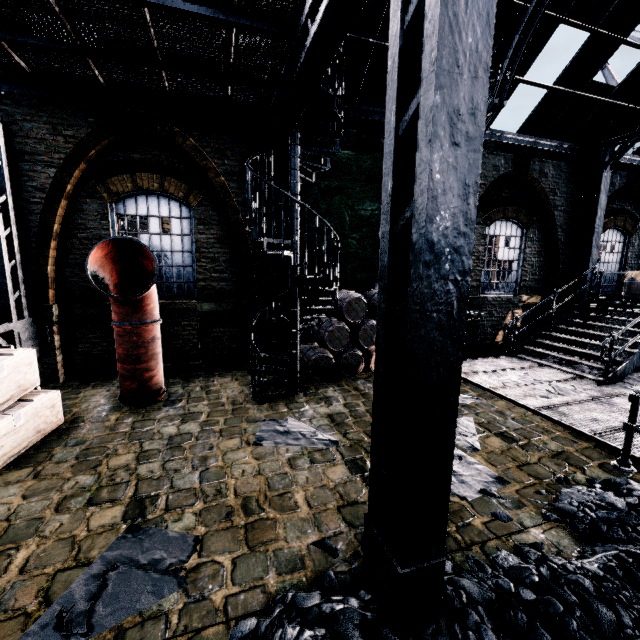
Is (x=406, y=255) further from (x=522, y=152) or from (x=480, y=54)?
(x=522, y=152)

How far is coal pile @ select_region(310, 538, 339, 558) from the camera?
3.42m

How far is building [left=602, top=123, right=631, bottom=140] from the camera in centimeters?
1153cm

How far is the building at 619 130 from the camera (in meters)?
11.53

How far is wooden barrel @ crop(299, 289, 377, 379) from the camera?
8.61m

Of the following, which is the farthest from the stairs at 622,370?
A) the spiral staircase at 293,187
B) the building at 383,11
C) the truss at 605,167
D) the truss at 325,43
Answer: the truss at 325,43

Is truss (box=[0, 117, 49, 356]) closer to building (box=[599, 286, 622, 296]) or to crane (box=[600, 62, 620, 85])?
building (box=[599, 286, 622, 296])

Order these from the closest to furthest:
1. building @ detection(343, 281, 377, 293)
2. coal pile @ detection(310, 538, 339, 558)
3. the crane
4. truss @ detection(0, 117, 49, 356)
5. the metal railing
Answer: coal pile @ detection(310, 538, 339, 558), the metal railing, truss @ detection(0, 117, 49, 356), building @ detection(343, 281, 377, 293), the crane
